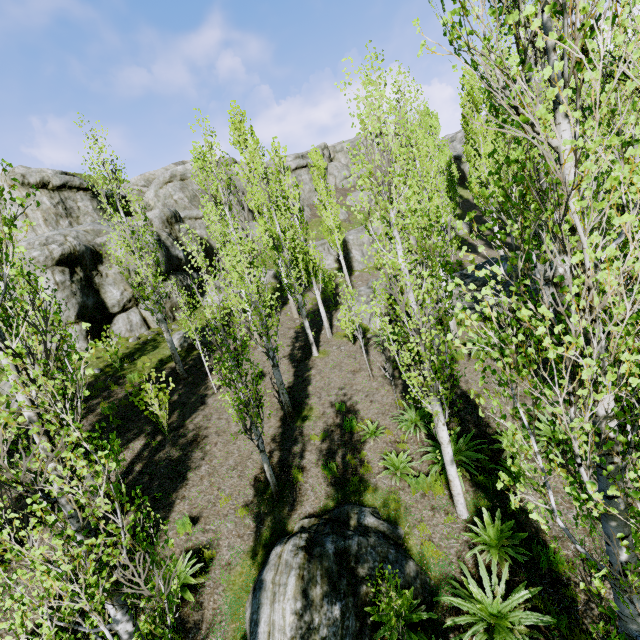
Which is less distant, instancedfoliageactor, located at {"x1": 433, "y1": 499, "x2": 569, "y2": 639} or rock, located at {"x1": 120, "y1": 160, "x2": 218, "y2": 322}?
instancedfoliageactor, located at {"x1": 433, "y1": 499, "x2": 569, "y2": 639}

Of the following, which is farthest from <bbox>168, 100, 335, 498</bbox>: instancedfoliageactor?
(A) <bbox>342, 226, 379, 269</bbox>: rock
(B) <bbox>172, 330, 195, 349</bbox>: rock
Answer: (B) <bbox>172, 330, 195, 349</bbox>: rock

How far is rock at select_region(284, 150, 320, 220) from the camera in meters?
41.8

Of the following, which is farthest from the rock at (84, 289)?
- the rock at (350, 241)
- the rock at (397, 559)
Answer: the rock at (397, 559)

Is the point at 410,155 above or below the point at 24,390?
above

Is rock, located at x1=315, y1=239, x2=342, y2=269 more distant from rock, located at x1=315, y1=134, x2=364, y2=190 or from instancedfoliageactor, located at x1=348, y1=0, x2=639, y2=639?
rock, located at x1=315, y1=134, x2=364, y2=190

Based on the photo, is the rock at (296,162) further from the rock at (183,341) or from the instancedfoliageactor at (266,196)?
the rock at (183,341)
